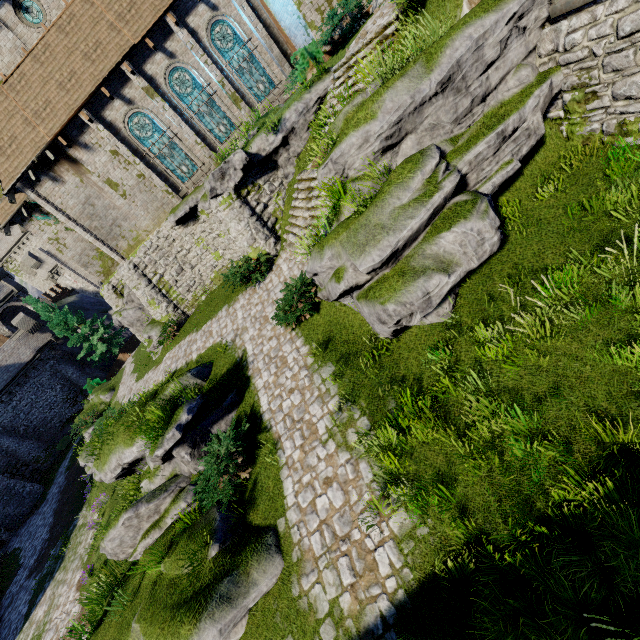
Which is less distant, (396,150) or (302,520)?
(302,520)

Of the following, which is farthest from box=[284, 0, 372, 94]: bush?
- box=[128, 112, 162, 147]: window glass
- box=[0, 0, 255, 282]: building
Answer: box=[128, 112, 162, 147]: window glass

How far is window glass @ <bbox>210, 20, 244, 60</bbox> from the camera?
15.66m

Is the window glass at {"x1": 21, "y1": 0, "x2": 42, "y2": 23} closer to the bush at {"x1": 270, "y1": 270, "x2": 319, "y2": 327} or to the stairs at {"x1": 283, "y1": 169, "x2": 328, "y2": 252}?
the stairs at {"x1": 283, "y1": 169, "x2": 328, "y2": 252}

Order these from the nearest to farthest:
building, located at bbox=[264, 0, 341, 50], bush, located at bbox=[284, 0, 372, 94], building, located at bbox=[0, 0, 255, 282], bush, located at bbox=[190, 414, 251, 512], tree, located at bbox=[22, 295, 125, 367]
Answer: bush, located at bbox=[190, 414, 251, 512] → bush, located at bbox=[284, 0, 372, 94] → building, located at bbox=[264, 0, 341, 50] → building, located at bbox=[0, 0, 255, 282] → tree, located at bbox=[22, 295, 125, 367]

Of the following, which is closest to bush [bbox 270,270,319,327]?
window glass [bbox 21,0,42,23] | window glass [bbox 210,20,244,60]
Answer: window glass [bbox 210,20,244,60]

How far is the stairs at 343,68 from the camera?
9.91m

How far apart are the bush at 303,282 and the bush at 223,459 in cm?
327
